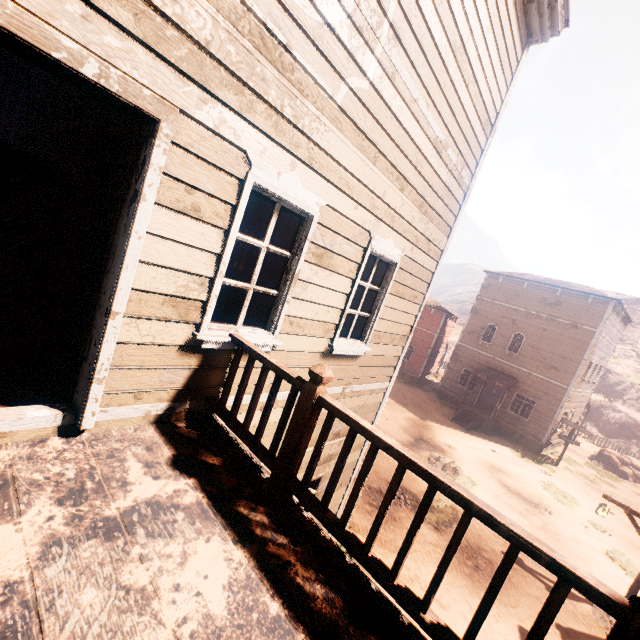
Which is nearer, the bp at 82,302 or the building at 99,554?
the building at 99,554

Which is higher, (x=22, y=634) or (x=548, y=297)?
(x=548, y=297)

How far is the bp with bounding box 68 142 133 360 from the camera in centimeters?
306cm

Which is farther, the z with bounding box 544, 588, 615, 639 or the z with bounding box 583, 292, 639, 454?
A: the z with bounding box 583, 292, 639, 454

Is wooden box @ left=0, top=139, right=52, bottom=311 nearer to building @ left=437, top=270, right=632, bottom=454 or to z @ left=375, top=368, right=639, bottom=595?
building @ left=437, top=270, right=632, bottom=454

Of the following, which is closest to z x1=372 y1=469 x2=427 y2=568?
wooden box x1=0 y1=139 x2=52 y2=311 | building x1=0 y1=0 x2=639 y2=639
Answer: building x1=0 y1=0 x2=639 y2=639

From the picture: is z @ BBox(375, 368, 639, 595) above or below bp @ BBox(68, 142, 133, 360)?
below

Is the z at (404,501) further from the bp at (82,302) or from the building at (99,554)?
the bp at (82,302)
